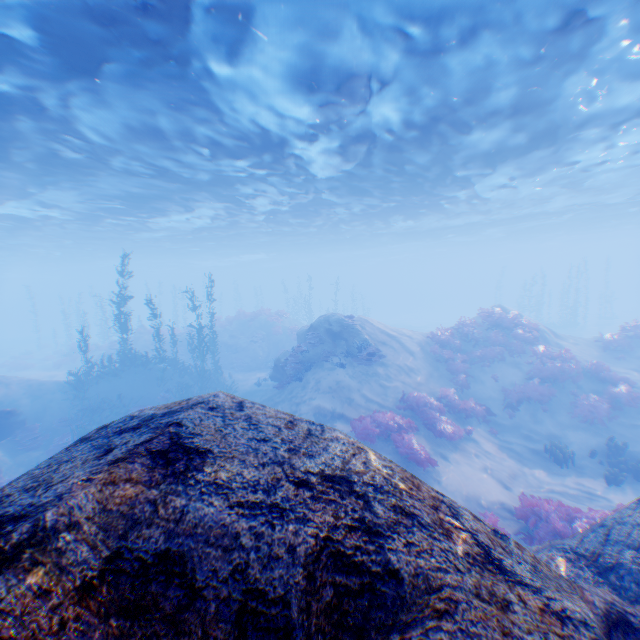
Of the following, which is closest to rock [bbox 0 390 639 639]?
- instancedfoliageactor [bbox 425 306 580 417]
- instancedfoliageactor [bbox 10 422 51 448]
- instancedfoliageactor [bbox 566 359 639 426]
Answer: instancedfoliageactor [bbox 10 422 51 448]

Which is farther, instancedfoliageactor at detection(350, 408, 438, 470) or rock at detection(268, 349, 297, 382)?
rock at detection(268, 349, 297, 382)

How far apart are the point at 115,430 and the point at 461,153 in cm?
1859

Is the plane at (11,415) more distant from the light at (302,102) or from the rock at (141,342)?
the rock at (141,342)

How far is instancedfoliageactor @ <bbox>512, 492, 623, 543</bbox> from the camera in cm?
767

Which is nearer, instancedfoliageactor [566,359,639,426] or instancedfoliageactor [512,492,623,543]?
instancedfoliageactor [512,492,623,543]

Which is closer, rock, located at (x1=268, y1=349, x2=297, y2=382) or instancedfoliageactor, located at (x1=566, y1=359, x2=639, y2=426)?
instancedfoliageactor, located at (x1=566, y1=359, x2=639, y2=426)

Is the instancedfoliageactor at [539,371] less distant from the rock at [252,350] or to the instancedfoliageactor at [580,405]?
the instancedfoliageactor at [580,405]
